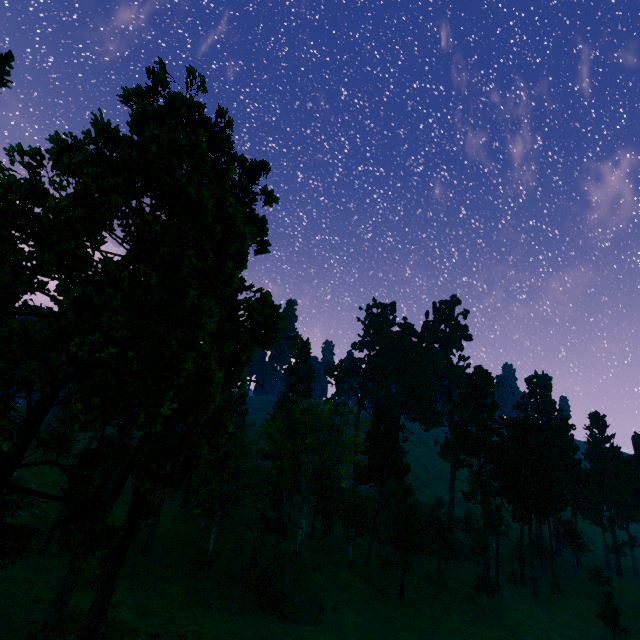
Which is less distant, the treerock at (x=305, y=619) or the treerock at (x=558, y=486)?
the treerock at (x=305, y=619)

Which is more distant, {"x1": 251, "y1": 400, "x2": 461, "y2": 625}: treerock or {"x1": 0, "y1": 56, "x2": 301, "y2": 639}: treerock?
{"x1": 251, "y1": 400, "x2": 461, "y2": 625}: treerock

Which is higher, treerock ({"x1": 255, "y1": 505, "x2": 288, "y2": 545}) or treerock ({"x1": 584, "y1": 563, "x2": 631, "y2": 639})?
treerock ({"x1": 255, "y1": 505, "x2": 288, "y2": 545})

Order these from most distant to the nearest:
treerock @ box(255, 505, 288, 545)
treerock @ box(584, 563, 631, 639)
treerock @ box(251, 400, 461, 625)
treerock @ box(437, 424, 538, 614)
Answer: treerock @ box(437, 424, 538, 614)
treerock @ box(584, 563, 631, 639)
treerock @ box(255, 505, 288, 545)
treerock @ box(251, 400, 461, 625)

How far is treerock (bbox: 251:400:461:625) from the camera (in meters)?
36.38

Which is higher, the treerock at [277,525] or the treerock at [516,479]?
the treerock at [516,479]

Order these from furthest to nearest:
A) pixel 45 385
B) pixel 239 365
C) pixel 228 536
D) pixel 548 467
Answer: pixel 548 467
pixel 228 536
pixel 239 365
pixel 45 385
